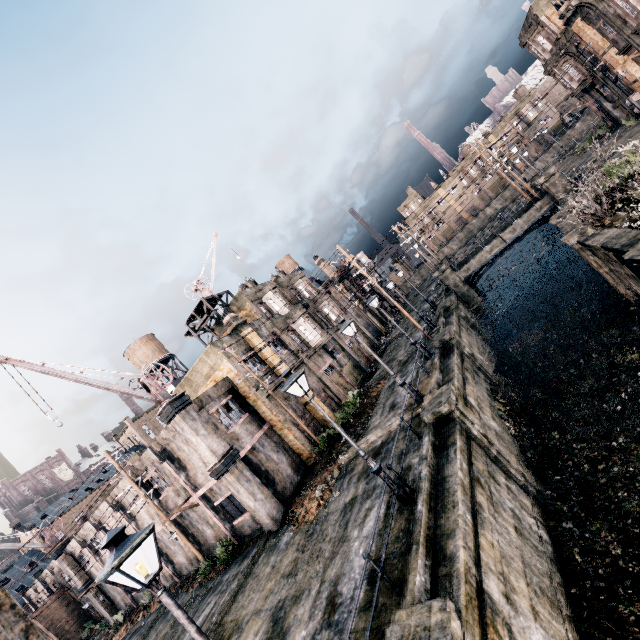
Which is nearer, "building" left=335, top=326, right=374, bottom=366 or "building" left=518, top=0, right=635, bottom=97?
"building" left=518, top=0, right=635, bottom=97

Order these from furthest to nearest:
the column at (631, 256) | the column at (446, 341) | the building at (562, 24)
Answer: the building at (562, 24) → the column at (446, 341) → the column at (631, 256)

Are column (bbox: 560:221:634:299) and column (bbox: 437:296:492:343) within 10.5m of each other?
yes

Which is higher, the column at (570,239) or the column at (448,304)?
the column at (448,304)

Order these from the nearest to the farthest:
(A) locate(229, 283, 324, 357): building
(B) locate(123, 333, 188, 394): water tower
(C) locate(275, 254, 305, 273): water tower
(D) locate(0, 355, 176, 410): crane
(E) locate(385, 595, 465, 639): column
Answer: (E) locate(385, 595, 465, 639): column → (D) locate(0, 355, 176, 410): crane → (A) locate(229, 283, 324, 357): building → (B) locate(123, 333, 188, 394): water tower → (C) locate(275, 254, 305, 273): water tower

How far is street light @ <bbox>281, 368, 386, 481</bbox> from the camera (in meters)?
10.50

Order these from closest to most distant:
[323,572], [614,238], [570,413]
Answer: [323,572] < [614,238] < [570,413]

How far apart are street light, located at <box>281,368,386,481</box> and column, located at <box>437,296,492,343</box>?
21.13m
